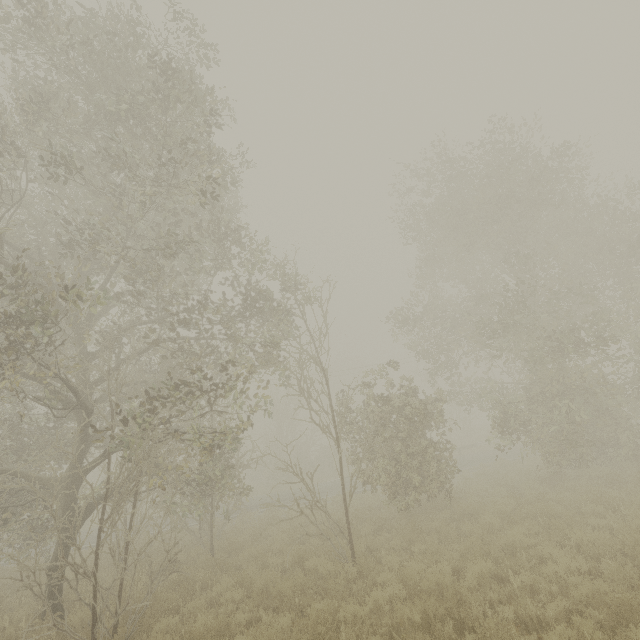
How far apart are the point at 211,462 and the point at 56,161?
10.0m
